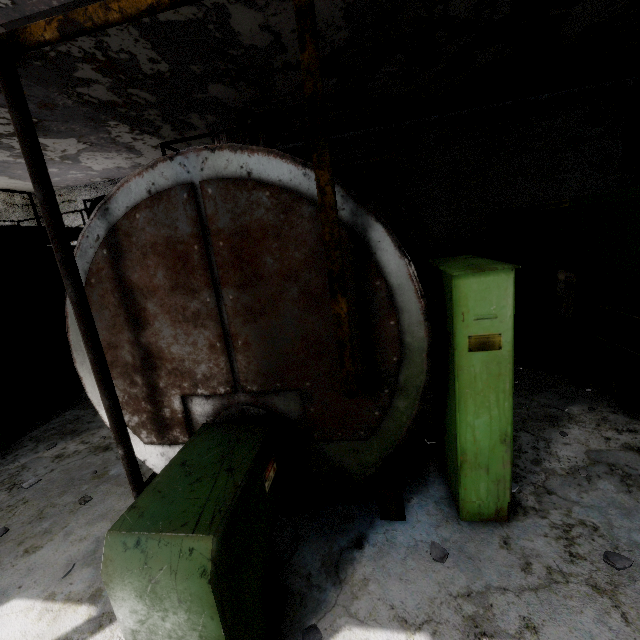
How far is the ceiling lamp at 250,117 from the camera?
8.87m

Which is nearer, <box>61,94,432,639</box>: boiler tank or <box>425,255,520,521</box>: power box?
<box>61,94,432,639</box>: boiler tank

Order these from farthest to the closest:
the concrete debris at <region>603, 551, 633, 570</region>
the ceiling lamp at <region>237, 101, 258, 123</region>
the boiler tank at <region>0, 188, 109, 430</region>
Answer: the ceiling lamp at <region>237, 101, 258, 123</region>, the boiler tank at <region>0, 188, 109, 430</region>, the concrete debris at <region>603, 551, 633, 570</region>

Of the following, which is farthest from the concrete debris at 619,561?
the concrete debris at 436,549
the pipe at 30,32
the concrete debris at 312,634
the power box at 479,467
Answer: the pipe at 30,32

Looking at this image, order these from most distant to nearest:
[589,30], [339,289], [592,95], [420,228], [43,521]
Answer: [420,228] < [592,95] < [589,30] < [43,521] < [339,289]

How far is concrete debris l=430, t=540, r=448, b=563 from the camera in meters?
2.8

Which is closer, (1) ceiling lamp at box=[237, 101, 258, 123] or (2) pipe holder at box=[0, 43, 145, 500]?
(2) pipe holder at box=[0, 43, 145, 500]

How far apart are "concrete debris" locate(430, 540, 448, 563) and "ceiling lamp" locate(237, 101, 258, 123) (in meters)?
10.18
